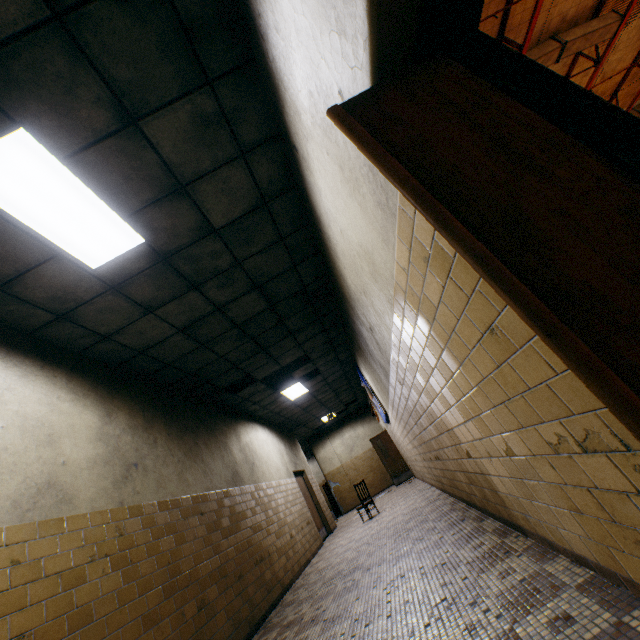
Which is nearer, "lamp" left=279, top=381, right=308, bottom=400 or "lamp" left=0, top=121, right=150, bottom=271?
"lamp" left=0, top=121, right=150, bottom=271

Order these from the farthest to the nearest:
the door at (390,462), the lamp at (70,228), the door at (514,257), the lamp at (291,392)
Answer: the door at (390,462), the lamp at (291,392), the lamp at (70,228), the door at (514,257)

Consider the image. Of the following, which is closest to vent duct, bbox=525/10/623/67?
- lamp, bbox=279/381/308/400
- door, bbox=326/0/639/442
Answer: lamp, bbox=279/381/308/400

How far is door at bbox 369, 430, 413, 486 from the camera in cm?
1341

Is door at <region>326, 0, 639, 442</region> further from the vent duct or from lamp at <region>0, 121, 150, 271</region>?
the vent duct

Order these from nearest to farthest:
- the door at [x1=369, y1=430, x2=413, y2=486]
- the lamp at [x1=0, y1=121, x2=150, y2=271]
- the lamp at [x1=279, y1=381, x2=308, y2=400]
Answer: the lamp at [x1=0, y1=121, x2=150, y2=271] → the lamp at [x1=279, y1=381, x2=308, y2=400] → the door at [x1=369, y1=430, x2=413, y2=486]

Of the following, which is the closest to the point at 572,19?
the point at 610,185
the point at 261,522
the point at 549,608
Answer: the point at 610,185

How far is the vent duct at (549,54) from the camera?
9.8m
